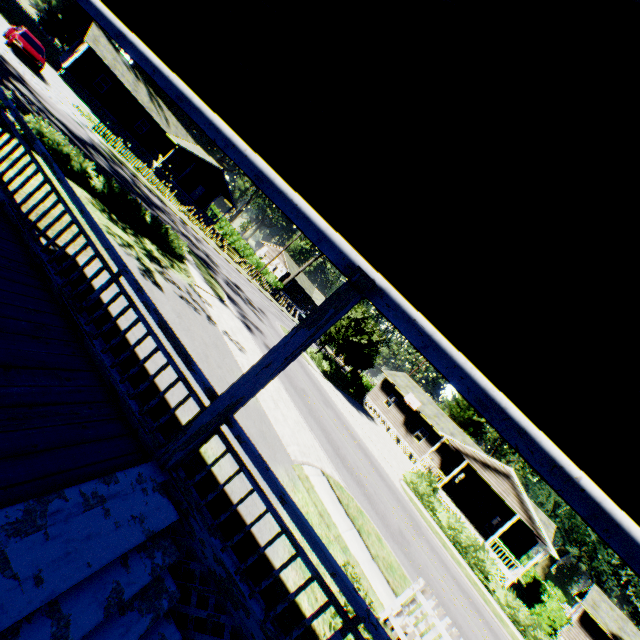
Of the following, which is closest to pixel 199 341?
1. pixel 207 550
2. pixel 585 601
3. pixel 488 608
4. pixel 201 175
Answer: pixel 207 550

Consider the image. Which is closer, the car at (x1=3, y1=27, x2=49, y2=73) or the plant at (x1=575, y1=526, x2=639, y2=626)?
the car at (x1=3, y1=27, x2=49, y2=73)

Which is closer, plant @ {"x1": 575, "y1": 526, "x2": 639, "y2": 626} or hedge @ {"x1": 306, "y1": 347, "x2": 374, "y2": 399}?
hedge @ {"x1": 306, "y1": 347, "x2": 374, "y2": 399}

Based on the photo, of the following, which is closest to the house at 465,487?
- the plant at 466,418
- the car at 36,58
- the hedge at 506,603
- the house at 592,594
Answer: the plant at 466,418

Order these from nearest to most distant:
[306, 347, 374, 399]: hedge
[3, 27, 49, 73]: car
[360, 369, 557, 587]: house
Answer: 1. [3, 27, 49, 73]: car
2. [360, 369, 557, 587]: house
3. [306, 347, 374, 399]: hedge

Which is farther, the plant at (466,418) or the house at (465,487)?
the plant at (466,418)

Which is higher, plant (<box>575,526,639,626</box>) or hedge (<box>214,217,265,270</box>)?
plant (<box>575,526,639,626</box>)

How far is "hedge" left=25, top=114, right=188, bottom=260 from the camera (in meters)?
11.37
